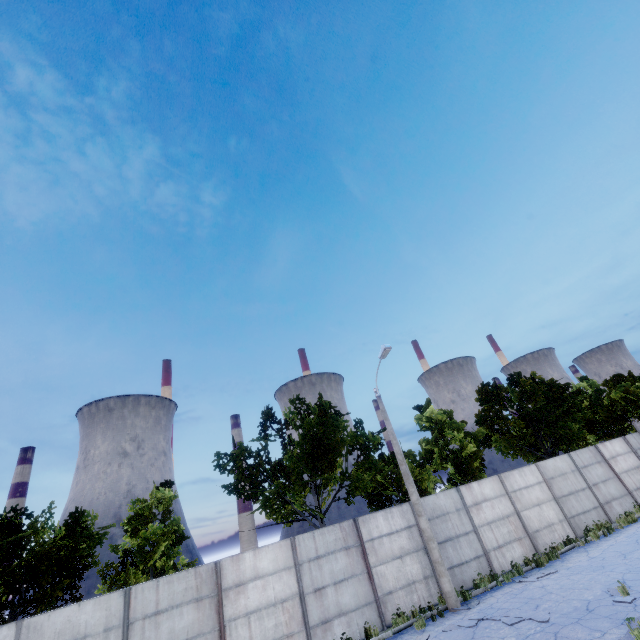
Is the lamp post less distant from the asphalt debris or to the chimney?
the asphalt debris

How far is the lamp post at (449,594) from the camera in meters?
12.2 m

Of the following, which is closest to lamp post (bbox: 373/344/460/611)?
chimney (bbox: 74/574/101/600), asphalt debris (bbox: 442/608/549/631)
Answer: asphalt debris (bbox: 442/608/549/631)

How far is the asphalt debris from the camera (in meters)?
9.54

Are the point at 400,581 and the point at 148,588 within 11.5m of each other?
yes

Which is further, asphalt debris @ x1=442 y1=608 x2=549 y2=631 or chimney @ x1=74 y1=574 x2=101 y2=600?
chimney @ x1=74 y1=574 x2=101 y2=600

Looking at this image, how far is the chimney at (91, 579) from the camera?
57.34m
